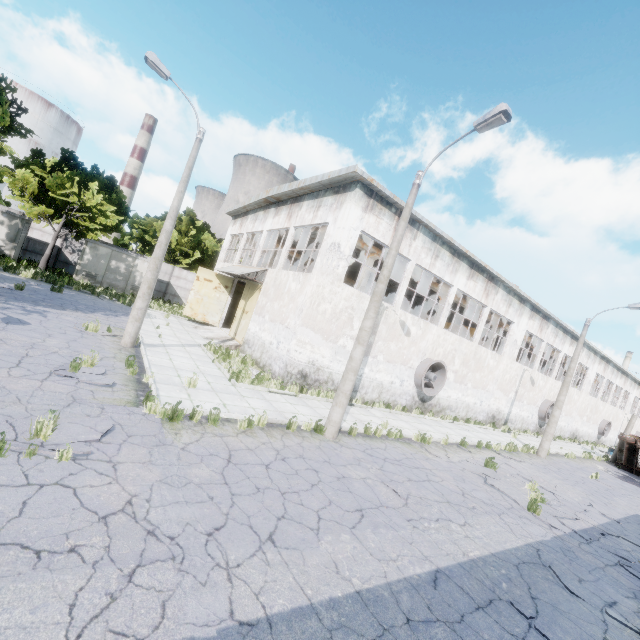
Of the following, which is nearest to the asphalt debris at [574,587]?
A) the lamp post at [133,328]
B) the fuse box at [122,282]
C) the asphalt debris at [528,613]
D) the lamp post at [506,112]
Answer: the asphalt debris at [528,613]

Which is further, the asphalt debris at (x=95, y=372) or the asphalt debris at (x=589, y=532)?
the asphalt debris at (x=589, y=532)

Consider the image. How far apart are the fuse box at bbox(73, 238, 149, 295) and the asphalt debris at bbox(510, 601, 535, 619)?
29.60m

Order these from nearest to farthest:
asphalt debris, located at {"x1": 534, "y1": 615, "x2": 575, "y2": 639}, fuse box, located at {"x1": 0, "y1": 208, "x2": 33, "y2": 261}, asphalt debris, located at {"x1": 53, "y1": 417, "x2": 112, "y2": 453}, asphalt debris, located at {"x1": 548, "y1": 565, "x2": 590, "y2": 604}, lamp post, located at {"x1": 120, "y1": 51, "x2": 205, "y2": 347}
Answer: asphalt debris, located at {"x1": 534, "y1": 615, "x2": 575, "y2": 639} → asphalt debris, located at {"x1": 53, "y1": 417, "x2": 112, "y2": 453} → asphalt debris, located at {"x1": 548, "y1": 565, "x2": 590, "y2": 604} → lamp post, located at {"x1": 120, "y1": 51, "x2": 205, "y2": 347} → fuse box, located at {"x1": 0, "y1": 208, "x2": 33, "y2": 261}

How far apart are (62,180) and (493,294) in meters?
30.1

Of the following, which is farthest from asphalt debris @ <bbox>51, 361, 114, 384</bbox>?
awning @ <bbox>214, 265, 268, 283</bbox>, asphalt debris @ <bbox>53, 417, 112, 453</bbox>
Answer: awning @ <bbox>214, 265, 268, 283</bbox>

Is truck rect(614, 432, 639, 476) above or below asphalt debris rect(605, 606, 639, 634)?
above

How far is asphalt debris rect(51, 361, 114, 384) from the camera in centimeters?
804cm
